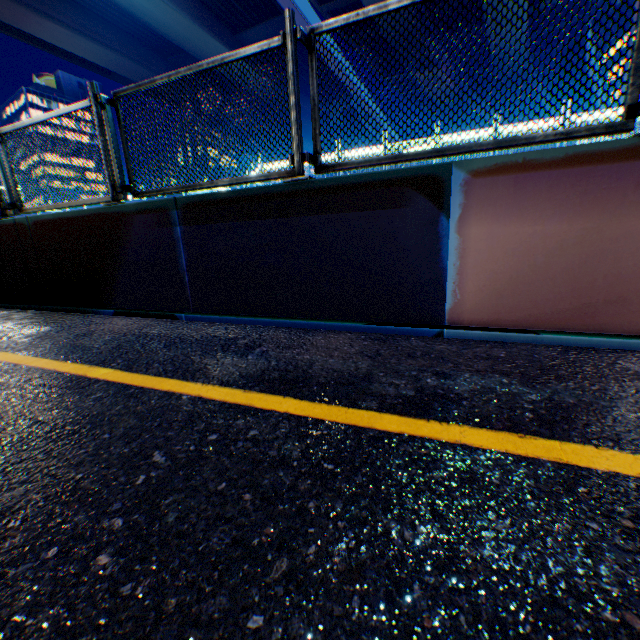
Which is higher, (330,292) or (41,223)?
(41,223)

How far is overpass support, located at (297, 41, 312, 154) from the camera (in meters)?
26.63

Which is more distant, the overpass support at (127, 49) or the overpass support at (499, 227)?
the overpass support at (127, 49)

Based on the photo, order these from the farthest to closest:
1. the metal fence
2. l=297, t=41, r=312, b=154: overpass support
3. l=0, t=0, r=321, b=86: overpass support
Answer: l=297, t=41, r=312, b=154: overpass support
l=0, t=0, r=321, b=86: overpass support
the metal fence

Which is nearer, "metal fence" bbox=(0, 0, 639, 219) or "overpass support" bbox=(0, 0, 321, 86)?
"metal fence" bbox=(0, 0, 639, 219)

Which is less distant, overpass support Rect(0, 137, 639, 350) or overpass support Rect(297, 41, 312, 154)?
overpass support Rect(0, 137, 639, 350)

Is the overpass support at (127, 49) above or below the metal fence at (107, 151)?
above
